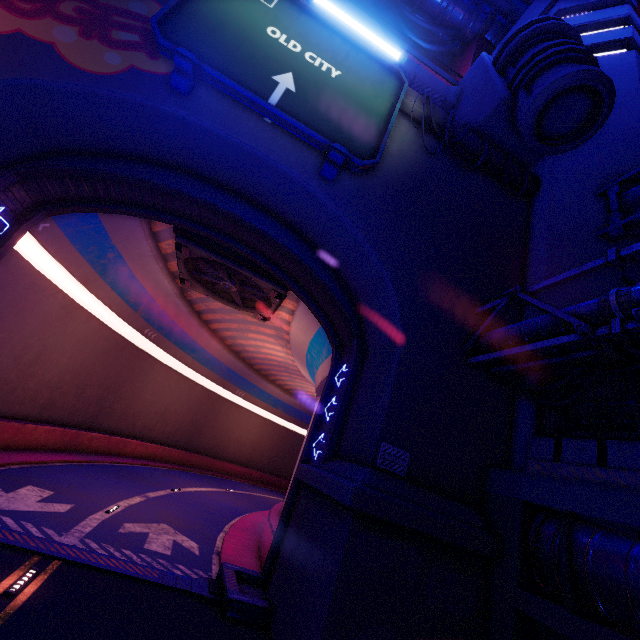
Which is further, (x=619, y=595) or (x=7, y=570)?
(x=7, y=570)

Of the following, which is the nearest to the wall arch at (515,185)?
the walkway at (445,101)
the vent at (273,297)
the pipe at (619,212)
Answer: the pipe at (619,212)

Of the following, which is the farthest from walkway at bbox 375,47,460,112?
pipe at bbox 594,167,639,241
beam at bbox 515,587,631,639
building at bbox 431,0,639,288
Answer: beam at bbox 515,587,631,639

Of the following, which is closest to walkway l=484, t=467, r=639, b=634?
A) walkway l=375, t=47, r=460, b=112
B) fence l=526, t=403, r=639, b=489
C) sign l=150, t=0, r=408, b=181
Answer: fence l=526, t=403, r=639, b=489

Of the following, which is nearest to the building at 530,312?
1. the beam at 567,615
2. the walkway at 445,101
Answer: the walkway at 445,101

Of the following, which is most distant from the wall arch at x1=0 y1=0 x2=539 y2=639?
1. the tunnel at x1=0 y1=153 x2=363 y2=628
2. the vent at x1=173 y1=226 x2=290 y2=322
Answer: the vent at x1=173 y1=226 x2=290 y2=322

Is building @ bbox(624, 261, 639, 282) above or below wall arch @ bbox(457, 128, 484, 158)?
below

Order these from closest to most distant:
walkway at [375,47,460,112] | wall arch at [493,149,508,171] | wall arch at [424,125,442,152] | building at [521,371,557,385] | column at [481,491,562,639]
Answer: column at [481,491,562,639] < building at [521,371,557,385] < wall arch at [424,125,442,152] < wall arch at [493,149,508,171] < walkway at [375,47,460,112]
